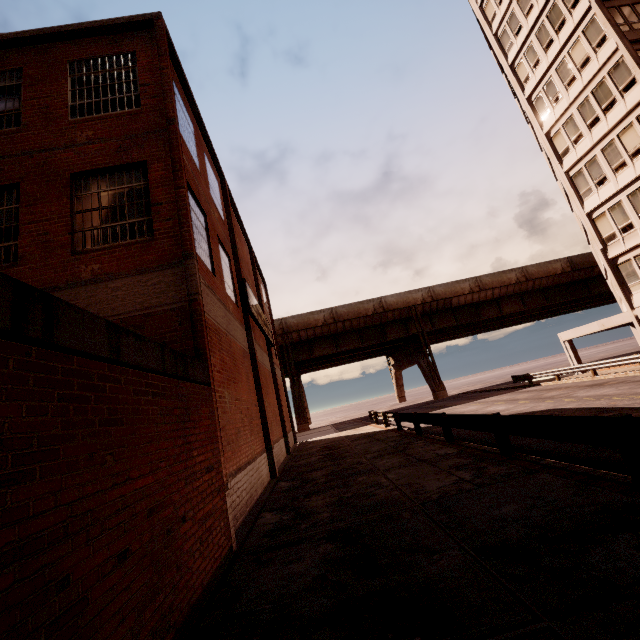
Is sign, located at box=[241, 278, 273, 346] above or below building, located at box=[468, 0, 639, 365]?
below

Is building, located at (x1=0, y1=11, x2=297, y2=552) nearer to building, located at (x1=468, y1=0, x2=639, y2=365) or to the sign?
Answer: the sign

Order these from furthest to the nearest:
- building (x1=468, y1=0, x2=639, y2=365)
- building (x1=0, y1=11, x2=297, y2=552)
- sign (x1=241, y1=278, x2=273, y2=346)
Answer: building (x1=468, y1=0, x2=639, y2=365), sign (x1=241, y1=278, x2=273, y2=346), building (x1=0, y1=11, x2=297, y2=552)

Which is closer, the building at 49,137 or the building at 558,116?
the building at 49,137

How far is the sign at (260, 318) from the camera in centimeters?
1395cm

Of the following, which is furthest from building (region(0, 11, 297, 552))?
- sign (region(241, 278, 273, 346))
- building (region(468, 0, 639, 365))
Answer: building (region(468, 0, 639, 365))

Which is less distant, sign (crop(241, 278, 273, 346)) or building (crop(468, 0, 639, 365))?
sign (crop(241, 278, 273, 346))

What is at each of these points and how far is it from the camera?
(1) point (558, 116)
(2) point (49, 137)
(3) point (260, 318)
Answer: (1) building, 24.2 meters
(2) building, 8.5 meters
(3) sign, 16.9 meters
